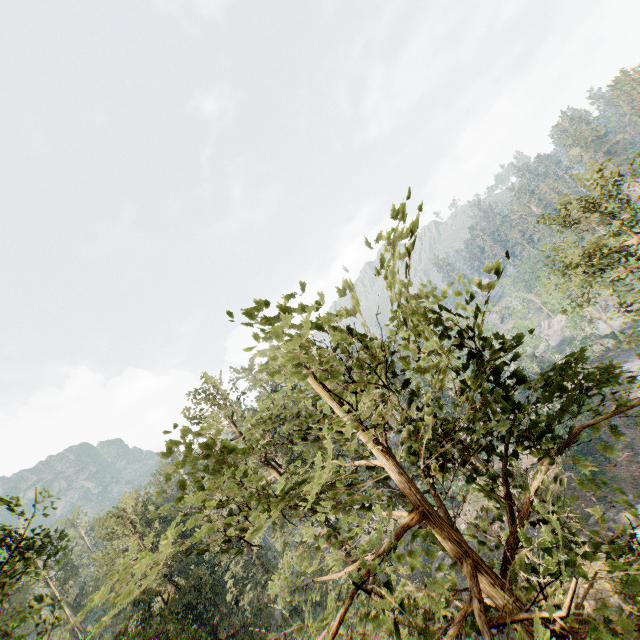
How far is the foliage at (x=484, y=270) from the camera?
3.6 meters

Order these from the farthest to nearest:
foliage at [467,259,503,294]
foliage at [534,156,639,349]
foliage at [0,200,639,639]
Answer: foliage at [534,156,639,349]
foliage at [467,259,503,294]
foliage at [0,200,639,639]

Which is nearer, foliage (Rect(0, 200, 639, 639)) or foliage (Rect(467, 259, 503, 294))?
foliage (Rect(0, 200, 639, 639))

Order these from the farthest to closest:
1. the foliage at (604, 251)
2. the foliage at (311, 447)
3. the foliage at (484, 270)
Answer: the foliage at (604, 251) < the foliage at (484, 270) < the foliage at (311, 447)

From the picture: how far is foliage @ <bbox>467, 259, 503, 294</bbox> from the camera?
3.60m

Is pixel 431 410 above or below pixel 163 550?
below
